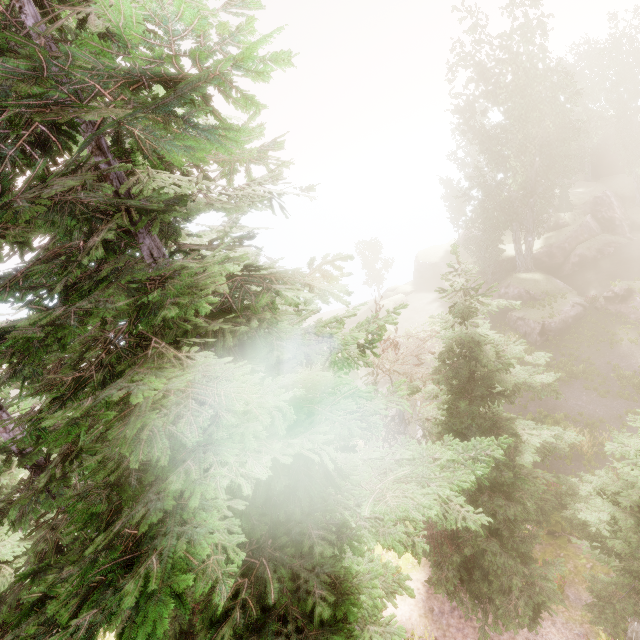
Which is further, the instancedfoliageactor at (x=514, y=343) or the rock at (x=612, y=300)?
the rock at (x=612, y=300)

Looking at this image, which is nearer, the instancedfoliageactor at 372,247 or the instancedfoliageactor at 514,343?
the instancedfoliageactor at 514,343

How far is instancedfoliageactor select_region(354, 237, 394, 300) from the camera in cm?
4495

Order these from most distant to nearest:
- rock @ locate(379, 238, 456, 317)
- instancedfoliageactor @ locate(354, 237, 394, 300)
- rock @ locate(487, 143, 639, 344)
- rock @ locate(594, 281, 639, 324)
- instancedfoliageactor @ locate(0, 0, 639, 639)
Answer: instancedfoliageactor @ locate(354, 237, 394, 300)
rock @ locate(379, 238, 456, 317)
rock @ locate(487, 143, 639, 344)
rock @ locate(594, 281, 639, 324)
instancedfoliageactor @ locate(0, 0, 639, 639)

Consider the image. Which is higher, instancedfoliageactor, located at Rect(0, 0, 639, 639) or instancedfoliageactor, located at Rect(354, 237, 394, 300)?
instancedfoliageactor, located at Rect(0, 0, 639, 639)

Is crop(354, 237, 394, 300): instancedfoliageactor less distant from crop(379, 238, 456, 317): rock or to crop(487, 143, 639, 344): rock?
crop(487, 143, 639, 344): rock

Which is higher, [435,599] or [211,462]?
[211,462]
